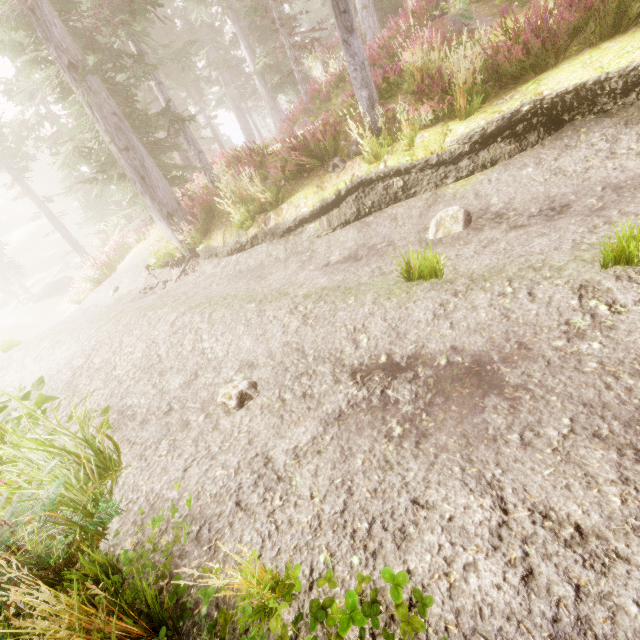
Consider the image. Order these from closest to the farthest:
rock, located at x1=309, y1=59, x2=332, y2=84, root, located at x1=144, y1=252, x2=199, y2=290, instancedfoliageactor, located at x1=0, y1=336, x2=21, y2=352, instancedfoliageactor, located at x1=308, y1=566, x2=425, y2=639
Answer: instancedfoliageactor, located at x1=308, y1=566, x2=425, y2=639
root, located at x1=144, y1=252, x2=199, y2=290
instancedfoliageactor, located at x1=0, y1=336, x2=21, y2=352
rock, located at x1=309, y1=59, x2=332, y2=84

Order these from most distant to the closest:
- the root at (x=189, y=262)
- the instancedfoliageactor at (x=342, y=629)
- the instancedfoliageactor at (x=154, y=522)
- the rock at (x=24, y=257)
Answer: the rock at (x=24, y=257), the root at (x=189, y=262), the instancedfoliageactor at (x=154, y=522), the instancedfoliageactor at (x=342, y=629)

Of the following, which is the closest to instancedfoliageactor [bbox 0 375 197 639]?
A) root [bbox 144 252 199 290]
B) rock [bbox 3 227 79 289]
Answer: rock [bbox 3 227 79 289]

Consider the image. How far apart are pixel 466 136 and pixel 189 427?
6.17m

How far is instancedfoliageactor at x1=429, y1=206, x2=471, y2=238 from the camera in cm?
506

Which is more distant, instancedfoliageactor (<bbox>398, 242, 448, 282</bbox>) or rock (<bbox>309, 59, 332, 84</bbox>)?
rock (<bbox>309, 59, 332, 84</bbox>)

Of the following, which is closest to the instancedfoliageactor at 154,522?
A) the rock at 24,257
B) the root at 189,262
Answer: the rock at 24,257
